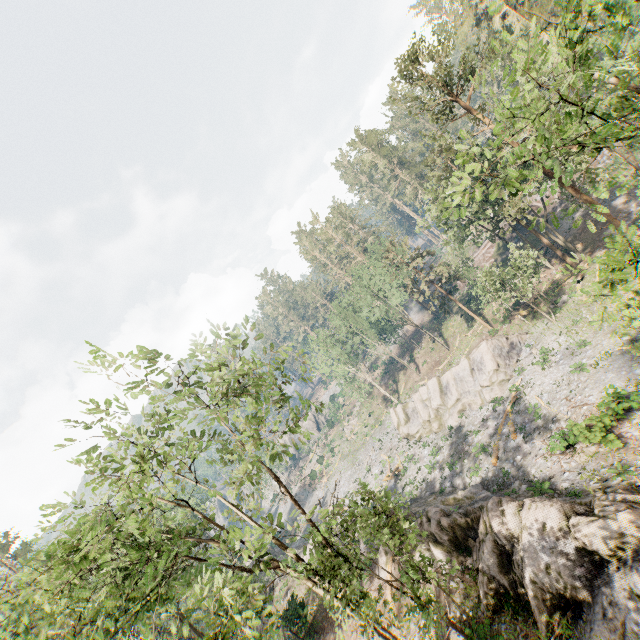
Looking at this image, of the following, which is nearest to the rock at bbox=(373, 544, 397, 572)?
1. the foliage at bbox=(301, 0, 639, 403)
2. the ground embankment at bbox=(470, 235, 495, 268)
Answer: the foliage at bbox=(301, 0, 639, 403)

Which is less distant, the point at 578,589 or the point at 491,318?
the point at 578,589

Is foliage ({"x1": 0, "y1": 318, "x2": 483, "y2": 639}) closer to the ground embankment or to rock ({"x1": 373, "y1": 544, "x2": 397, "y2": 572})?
the ground embankment

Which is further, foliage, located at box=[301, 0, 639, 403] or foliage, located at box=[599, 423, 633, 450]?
foliage, located at box=[599, 423, 633, 450]

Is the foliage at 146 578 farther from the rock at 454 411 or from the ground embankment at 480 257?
the rock at 454 411

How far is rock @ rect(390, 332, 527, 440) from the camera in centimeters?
3297cm

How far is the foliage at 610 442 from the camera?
17.8m
